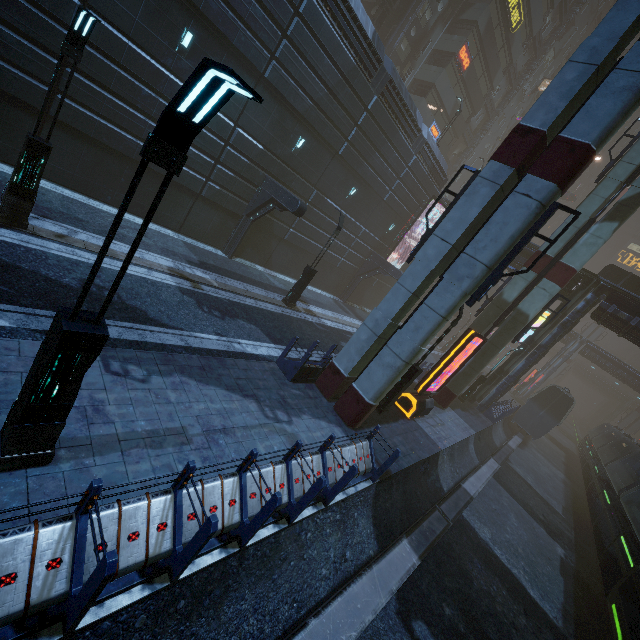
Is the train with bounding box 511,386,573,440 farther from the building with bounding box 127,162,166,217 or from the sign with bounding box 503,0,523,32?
the sign with bounding box 503,0,523,32

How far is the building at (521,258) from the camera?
24.0 meters

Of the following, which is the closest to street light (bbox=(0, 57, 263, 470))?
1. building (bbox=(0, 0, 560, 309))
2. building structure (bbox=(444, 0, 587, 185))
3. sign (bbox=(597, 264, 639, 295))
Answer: building (bbox=(0, 0, 560, 309))

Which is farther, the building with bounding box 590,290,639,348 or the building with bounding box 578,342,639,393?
the building with bounding box 578,342,639,393

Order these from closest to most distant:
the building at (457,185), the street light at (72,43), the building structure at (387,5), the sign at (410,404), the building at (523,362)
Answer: the street light at (72,43)
the sign at (410,404)
the building at (523,362)
the building structure at (387,5)
the building at (457,185)

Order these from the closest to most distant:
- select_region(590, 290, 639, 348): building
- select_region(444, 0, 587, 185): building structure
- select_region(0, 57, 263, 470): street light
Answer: select_region(0, 57, 263, 470): street light
select_region(590, 290, 639, 348): building
select_region(444, 0, 587, 185): building structure

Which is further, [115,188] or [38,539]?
[115,188]

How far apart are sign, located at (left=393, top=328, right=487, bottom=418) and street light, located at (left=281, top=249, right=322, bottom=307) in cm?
747
